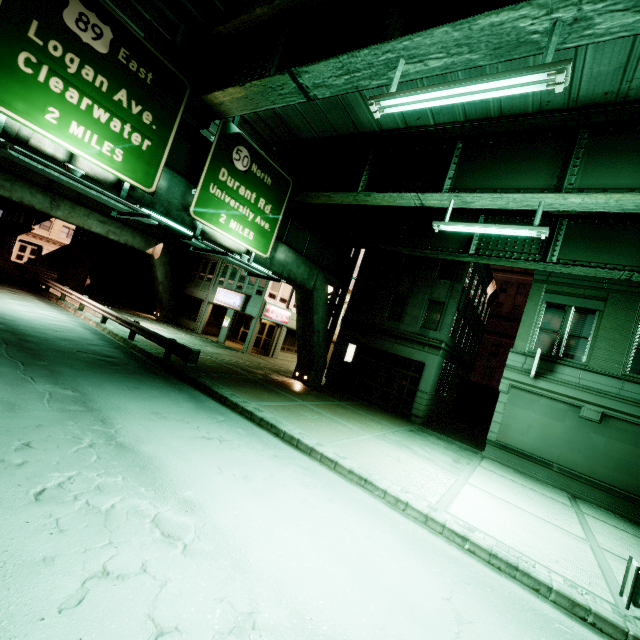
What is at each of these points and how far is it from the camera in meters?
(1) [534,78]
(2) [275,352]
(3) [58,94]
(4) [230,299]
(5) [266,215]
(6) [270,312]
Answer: (1) fluorescent light, 5.0 m
(2) building, 28.5 m
(3) sign, 7.7 m
(4) sign, 27.2 m
(5) sign, 13.7 m
(6) sign, 26.7 m

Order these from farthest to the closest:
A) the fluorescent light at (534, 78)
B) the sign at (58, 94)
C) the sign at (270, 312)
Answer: the sign at (270, 312), the sign at (58, 94), the fluorescent light at (534, 78)

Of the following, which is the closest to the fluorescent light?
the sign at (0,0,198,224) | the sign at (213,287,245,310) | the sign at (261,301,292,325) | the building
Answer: the sign at (0,0,198,224)

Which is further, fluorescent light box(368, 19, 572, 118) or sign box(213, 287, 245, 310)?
sign box(213, 287, 245, 310)

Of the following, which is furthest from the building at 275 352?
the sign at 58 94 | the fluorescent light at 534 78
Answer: the fluorescent light at 534 78

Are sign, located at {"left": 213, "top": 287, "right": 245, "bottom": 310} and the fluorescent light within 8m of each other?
no

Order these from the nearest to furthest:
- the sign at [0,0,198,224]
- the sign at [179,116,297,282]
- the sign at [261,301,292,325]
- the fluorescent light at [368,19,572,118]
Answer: the fluorescent light at [368,19,572,118] → the sign at [0,0,198,224] → the sign at [179,116,297,282] → the sign at [261,301,292,325]

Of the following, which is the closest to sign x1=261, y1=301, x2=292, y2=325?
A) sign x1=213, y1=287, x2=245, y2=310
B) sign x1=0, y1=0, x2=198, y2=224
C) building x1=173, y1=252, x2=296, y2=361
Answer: building x1=173, y1=252, x2=296, y2=361
